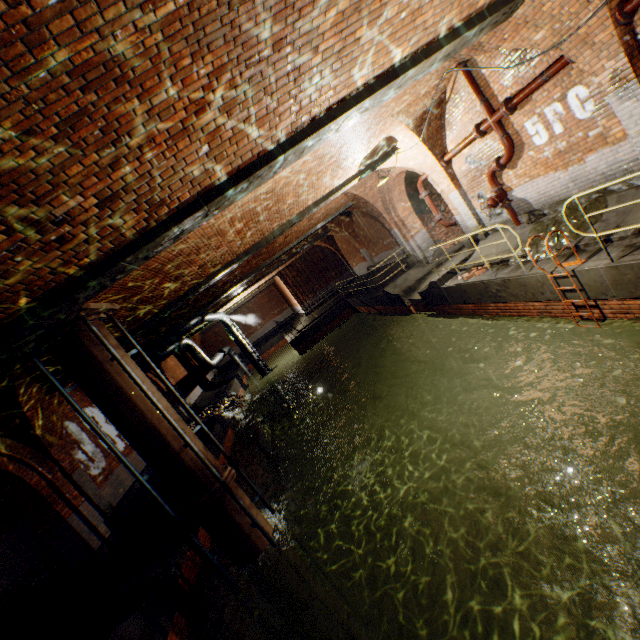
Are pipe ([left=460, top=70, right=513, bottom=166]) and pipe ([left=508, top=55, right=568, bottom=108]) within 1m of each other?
yes

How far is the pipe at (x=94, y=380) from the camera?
5.8 meters

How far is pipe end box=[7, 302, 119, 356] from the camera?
5.5m

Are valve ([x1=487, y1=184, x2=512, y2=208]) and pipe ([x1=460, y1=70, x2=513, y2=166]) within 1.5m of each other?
yes

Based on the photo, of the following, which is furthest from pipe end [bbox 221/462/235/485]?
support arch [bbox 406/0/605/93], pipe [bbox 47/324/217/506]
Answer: support arch [bbox 406/0/605/93]

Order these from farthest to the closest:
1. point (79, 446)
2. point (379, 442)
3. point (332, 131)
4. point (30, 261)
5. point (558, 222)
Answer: point (379, 442), point (79, 446), point (558, 222), point (332, 131), point (30, 261)

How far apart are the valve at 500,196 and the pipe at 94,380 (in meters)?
9.41

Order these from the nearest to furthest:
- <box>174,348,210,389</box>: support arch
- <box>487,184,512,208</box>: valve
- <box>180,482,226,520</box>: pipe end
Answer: <box>180,482,226,520</box>: pipe end < <box>487,184,512,208</box>: valve < <box>174,348,210,389</box>: support arch
